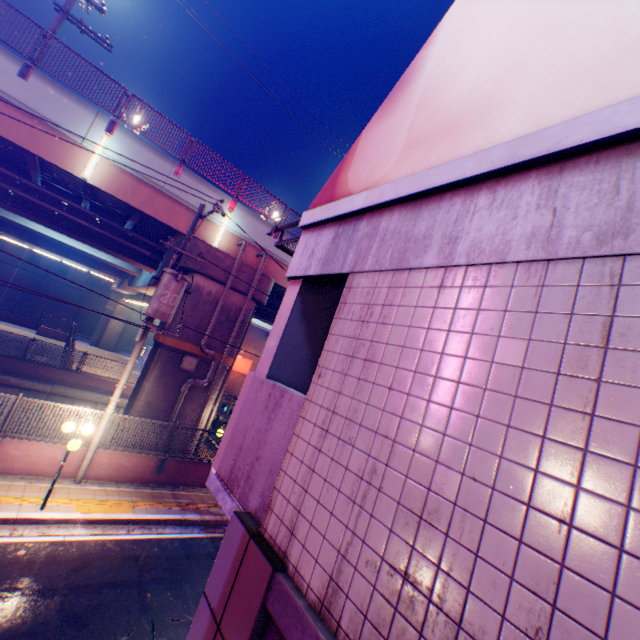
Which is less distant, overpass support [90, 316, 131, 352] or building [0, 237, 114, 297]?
overpass support [90, 316, 131, 352]

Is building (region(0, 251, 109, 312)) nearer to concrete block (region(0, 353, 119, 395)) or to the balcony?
concrete block (region(0, 353, 119, 395))

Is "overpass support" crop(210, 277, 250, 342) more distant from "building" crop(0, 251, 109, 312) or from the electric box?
"building" crop(0, 251, 109, 312)

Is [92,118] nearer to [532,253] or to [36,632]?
[36,632]

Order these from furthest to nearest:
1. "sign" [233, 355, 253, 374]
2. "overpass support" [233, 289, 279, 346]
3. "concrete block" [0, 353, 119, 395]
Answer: "sign" [233, 355, 253, 374], "concrete block" [0, 353, 119, 395], "overpass support" [233, 289, 279, 346]

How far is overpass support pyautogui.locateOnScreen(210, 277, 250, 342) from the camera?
14.0 meters

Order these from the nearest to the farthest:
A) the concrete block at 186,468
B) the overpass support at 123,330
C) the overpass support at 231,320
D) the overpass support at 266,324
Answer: the concrete block at 186,468, the overpass support at 231,320, the overpass support at 266,324, the overpass support at 123,330

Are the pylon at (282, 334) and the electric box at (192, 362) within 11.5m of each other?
yes
